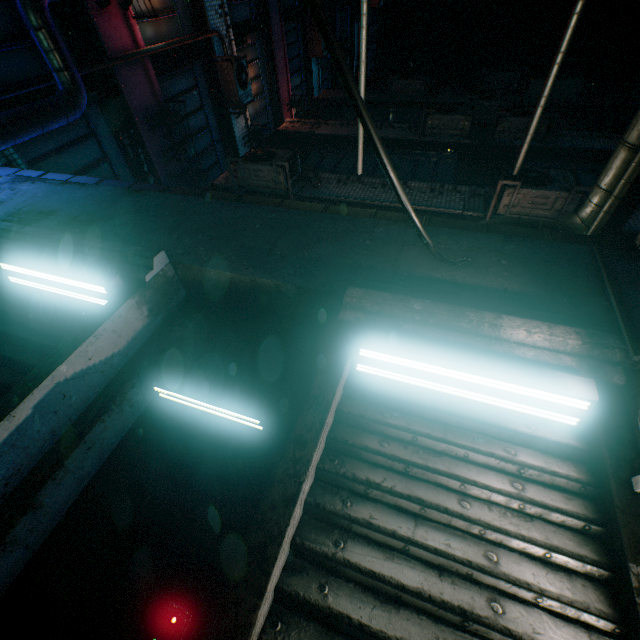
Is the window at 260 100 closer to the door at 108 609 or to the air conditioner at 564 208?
the air conditioner at 564 208

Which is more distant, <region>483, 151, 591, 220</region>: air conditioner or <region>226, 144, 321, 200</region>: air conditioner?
<region>226, 144, 321, 200</region>: air conditioner

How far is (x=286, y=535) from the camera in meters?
1.0

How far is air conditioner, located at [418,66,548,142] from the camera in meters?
6.5

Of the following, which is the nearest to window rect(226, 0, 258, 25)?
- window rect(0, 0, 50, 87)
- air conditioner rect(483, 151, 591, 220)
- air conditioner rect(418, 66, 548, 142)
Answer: window rect(0, 0, 50, 87)

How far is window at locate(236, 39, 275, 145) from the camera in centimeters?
863cm

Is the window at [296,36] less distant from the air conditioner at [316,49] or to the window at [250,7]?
the air conditioner at [316,49]

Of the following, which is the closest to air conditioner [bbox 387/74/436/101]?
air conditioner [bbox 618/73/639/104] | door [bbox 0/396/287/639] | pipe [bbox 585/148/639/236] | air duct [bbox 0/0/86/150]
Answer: air conditioner [bbox 618/73/639/104]
